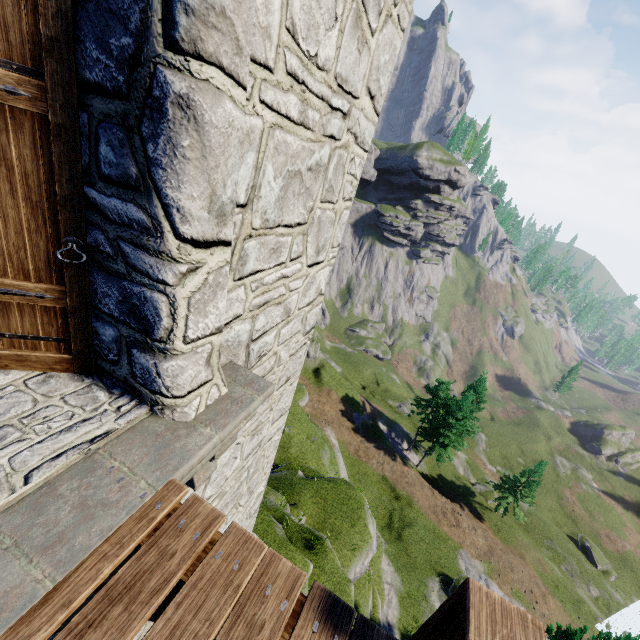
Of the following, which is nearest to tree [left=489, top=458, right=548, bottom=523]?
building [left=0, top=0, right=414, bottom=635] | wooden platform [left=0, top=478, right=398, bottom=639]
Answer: building [left=0, top=0, right=414, bottom=635]

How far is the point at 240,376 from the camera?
2.96m

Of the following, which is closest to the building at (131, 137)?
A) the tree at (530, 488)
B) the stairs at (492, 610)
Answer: the stairs at (492, 610)

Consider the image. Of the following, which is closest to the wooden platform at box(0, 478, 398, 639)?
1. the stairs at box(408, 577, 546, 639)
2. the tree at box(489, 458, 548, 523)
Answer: the stairs at box(408, 577, 546, 639)

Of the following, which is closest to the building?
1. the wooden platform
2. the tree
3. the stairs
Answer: the wooden platform

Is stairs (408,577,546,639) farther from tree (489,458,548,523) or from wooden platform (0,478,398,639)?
tree (489,458,548,523)

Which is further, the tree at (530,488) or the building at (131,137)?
the tree at (530,488)

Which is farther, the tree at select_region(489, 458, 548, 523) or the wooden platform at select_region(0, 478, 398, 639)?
the tree at select_region(489, 458, 548, 523)
